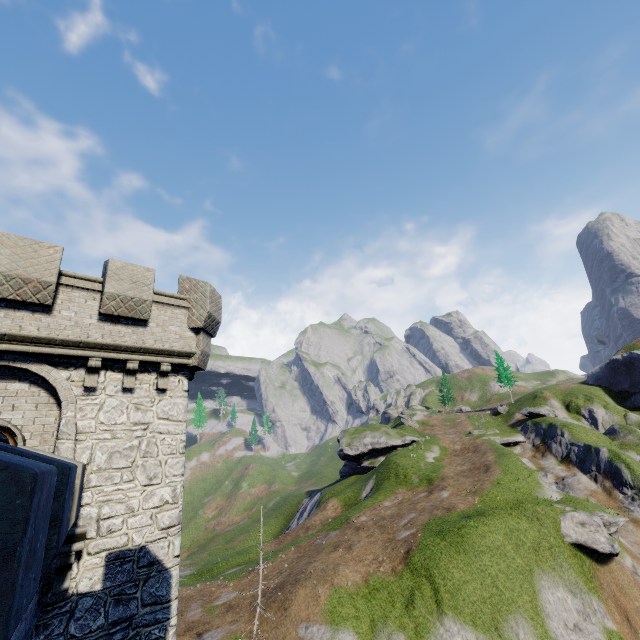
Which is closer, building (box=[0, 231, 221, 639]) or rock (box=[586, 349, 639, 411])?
building (box=[0, 231, 221, 639])

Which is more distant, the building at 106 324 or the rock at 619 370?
the rock at 619 370

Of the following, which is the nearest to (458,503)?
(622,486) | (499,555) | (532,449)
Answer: (499,555)
